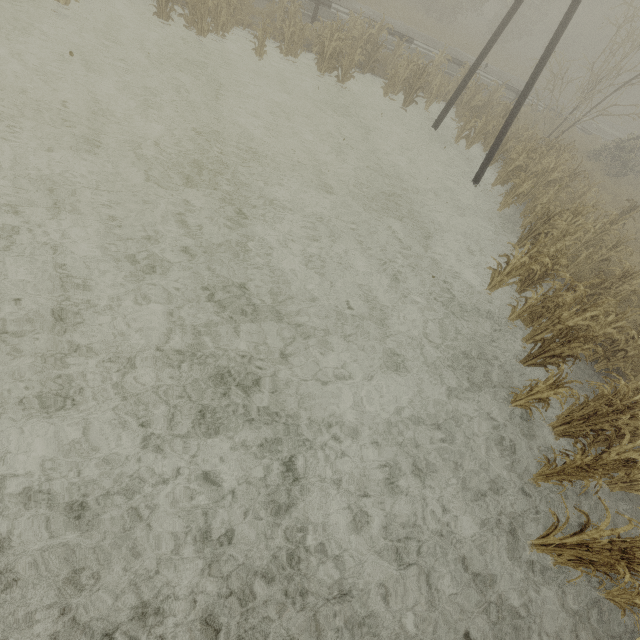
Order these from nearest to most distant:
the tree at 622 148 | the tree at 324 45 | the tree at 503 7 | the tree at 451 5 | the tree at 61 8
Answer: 1. the tree at 61 8
2. the tree at 324 45
3. the tree at 622 148
4. the tree at 451 5
5. the tree at 503 7

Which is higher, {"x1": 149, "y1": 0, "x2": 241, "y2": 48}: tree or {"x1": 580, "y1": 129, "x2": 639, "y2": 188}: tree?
{"x1": 580, "y1": 129, "x2": 639, "y2": 188}: tree

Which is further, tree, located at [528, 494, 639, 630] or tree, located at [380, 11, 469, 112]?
tree, located at [380, 11, 469, 112]

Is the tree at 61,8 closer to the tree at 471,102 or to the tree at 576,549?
the tree at 471,102

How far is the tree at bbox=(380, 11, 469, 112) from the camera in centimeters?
1340cm

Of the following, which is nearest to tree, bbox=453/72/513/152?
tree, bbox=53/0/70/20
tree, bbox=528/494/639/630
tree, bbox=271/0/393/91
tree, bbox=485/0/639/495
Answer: tree, bbox=485/0/639/495

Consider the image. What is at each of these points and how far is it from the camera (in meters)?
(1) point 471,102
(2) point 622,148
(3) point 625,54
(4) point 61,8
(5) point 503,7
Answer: (1) tree, 14.95
(2) tree, 18.91
(3) tree, 13.52
(4) tree, 8.79
(5) tree, 43.97

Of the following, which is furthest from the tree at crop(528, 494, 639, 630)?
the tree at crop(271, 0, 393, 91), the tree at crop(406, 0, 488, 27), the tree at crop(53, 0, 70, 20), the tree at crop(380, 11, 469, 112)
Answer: the tree at crop(380, 11, 469, 112)
